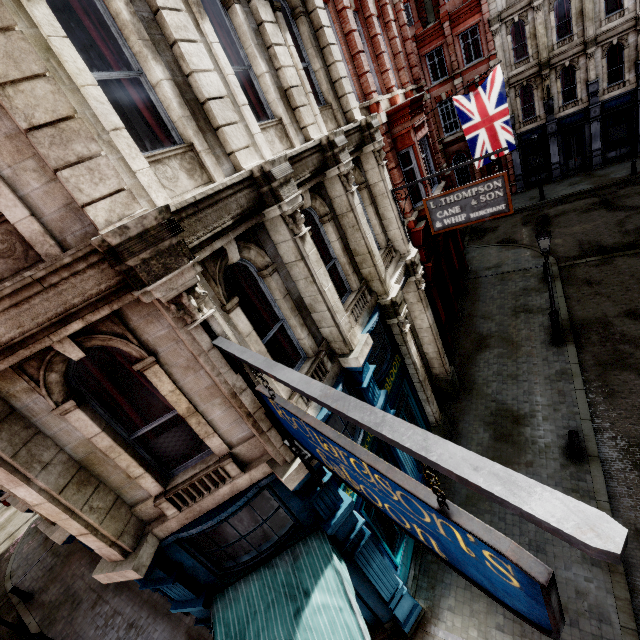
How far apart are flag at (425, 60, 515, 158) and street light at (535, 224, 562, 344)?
5.1m

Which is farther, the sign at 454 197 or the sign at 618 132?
the sign at 618 132

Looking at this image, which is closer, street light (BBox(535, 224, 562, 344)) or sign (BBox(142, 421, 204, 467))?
sign (BBox(142, 421, 204, 467))

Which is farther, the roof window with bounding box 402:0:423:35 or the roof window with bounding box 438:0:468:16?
the roof window with bounding box 402:0:423:35

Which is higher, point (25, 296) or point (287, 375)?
point (25, 296)

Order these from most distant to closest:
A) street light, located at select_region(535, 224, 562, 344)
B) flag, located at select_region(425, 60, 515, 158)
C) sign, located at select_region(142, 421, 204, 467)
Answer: flag, located at select_region(425, 60, 515, 158) → street light, located at select_region(535, 224, 562, 344) → sign, located at select_region(142, 421, 204, 467)

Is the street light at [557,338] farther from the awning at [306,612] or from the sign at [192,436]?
the sign at [192,436]

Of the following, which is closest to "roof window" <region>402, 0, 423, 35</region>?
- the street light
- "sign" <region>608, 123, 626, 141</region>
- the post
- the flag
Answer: the street light
